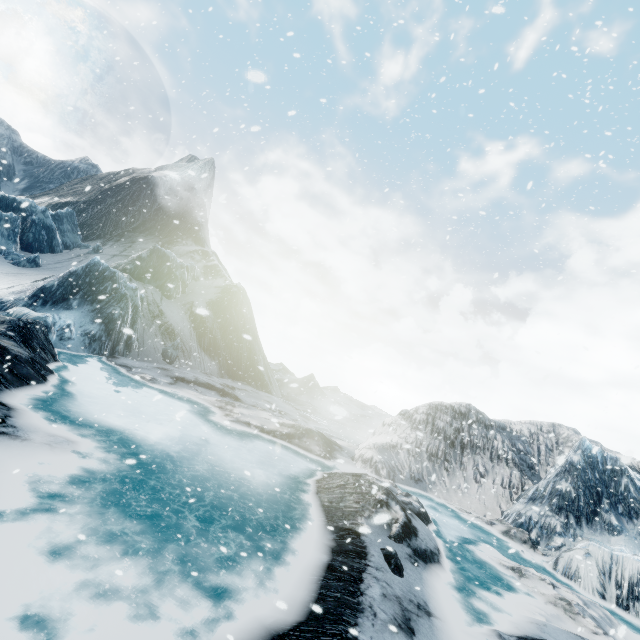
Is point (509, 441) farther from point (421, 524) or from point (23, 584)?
point (23, 584)
